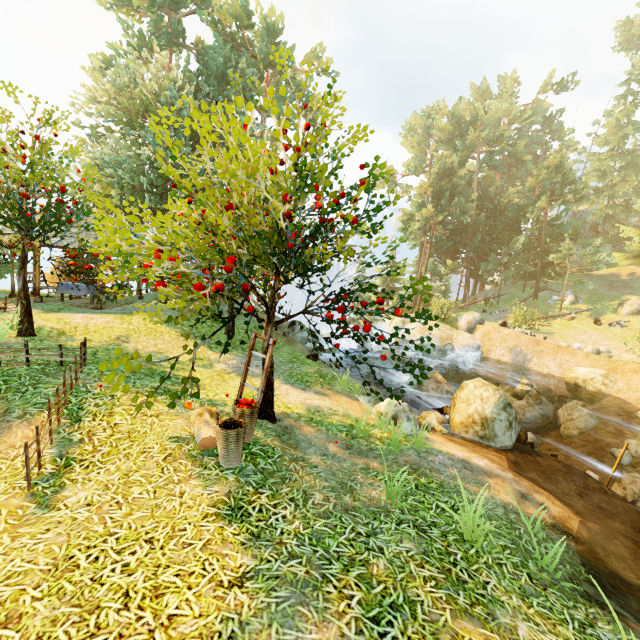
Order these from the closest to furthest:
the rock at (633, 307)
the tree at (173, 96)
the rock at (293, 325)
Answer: the tree at (173, 96) → the rock at (293, 325) → the rock at (633, 307)

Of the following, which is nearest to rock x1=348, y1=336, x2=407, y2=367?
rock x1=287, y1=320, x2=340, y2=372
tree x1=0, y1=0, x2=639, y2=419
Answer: rock x1=287, y1=320, x2=340, y2=372

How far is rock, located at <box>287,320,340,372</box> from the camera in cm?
1431

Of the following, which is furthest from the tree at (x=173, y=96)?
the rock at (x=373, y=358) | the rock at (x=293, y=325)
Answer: the rock at (x=373, y=358)

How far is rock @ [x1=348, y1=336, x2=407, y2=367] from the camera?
21.4 meters

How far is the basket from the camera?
5.1 meters

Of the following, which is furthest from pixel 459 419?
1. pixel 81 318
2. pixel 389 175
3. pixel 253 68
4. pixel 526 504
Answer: pixel 389 175

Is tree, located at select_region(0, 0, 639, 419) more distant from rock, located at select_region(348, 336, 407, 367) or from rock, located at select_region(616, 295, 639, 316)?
rock, located at select_region(348, 336, 407, 367)
